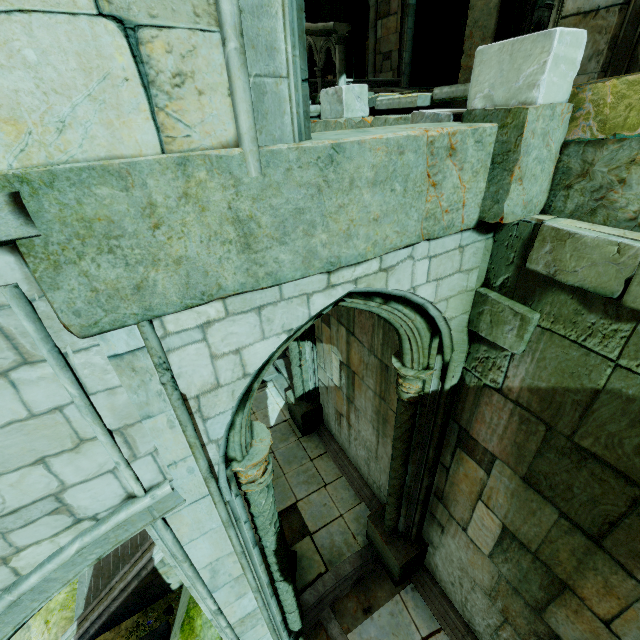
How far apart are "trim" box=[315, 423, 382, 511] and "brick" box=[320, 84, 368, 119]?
6.4 meters

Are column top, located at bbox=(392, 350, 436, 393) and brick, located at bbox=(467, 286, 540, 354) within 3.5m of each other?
yes

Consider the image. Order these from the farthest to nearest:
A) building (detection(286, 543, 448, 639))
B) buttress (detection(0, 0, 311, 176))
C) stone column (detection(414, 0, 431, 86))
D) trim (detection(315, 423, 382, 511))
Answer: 1. stone column (detection(414, 0, 431, 86))
2. trim (detection(315, 423, 382, 511))
3. building (detection(286, 543, 448, 639))
4. buttress (detection(0, 0, 311, 176))

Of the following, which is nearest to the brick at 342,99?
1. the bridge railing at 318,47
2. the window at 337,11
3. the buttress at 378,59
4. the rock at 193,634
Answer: the bridge railing at 318,47

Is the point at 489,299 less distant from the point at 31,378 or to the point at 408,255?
the point at 408,255

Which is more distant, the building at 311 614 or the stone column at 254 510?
the building at 311 614

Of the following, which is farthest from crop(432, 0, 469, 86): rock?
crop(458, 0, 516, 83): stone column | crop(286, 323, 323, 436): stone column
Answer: crop(286, 323, 323, 436): stone column

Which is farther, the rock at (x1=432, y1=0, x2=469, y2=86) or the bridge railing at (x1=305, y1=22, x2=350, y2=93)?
the rock at (x1=432, y1=0, x2=469, y2=86)
